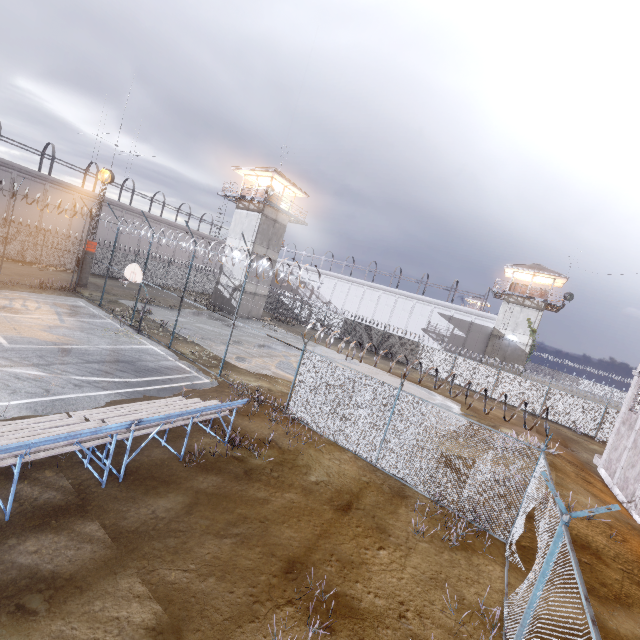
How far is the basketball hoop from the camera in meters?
16.3 m

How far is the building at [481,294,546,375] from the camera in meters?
35.4

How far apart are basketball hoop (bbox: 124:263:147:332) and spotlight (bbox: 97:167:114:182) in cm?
1171

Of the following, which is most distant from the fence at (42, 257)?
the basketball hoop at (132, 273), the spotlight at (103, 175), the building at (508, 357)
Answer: the building at (508, 357)

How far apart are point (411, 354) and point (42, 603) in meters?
33.3

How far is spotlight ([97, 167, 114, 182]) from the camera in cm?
2380

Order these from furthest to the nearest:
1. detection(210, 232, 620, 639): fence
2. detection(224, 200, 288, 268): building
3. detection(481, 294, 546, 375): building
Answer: detection(481, 294, 546, 375): building, detection(224, 200, 288, 268): building, detection(210, 232, 620, 639): fence

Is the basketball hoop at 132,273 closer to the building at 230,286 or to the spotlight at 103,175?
the spotlight at 103,175
